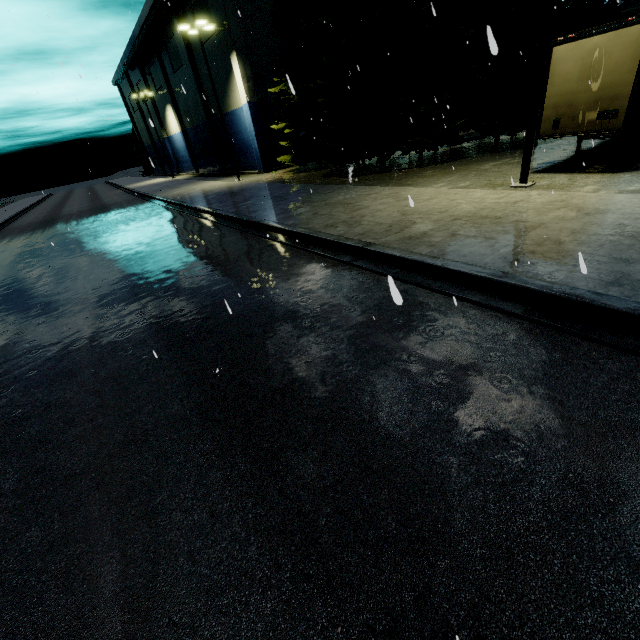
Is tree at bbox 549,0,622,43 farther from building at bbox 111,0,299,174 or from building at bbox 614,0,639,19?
building at bbox 111,0,299,174

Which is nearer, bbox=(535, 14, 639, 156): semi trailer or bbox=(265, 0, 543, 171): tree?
bbox=(535, 14, 639, 156): semi trailer

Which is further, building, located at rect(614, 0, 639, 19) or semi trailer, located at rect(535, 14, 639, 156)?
building, located at rect(614, 0, 639, 19)

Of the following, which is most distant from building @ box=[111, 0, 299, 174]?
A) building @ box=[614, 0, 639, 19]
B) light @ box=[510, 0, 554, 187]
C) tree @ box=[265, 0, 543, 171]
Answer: light @ box=[510, 0, 554, 187]

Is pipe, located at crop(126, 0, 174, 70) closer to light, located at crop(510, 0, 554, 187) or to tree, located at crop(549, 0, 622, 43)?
tree, located at crop(549, 0, 622, 43)

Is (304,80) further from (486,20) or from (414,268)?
(414,268)

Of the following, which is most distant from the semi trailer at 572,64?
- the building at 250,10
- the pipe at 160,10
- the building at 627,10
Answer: the pipe at 160,10

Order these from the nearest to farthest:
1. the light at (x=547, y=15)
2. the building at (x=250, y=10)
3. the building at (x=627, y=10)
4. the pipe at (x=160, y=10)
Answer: the light at (x=547, y=15), the building at (x=627, y=10), the building at (x=250, y=10), the pipe at (x=160, y=10)
